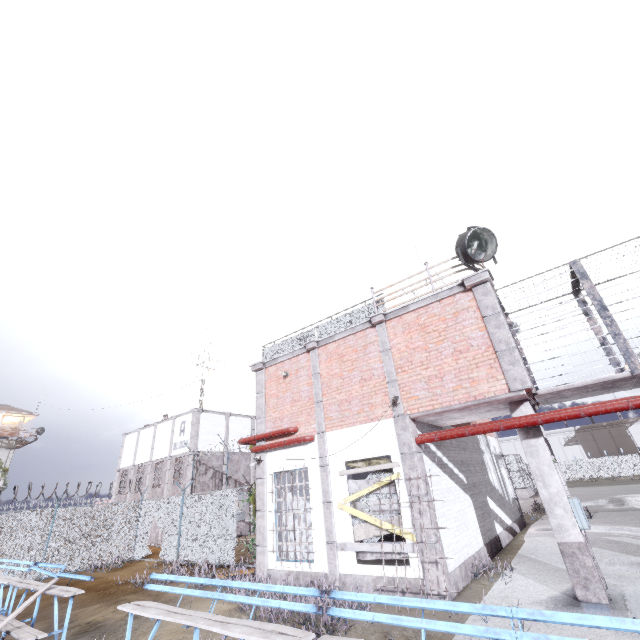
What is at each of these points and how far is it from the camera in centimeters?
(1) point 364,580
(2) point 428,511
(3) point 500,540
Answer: (1) foundation, 826cm
(2) trim, 787cm
(3) foundation, 1171cm

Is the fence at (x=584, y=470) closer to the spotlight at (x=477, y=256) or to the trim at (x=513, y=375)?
the trim at (x=513, y=375)

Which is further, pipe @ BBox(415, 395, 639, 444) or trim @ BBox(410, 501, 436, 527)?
trim @ BBox(410, 501, 436, 527)

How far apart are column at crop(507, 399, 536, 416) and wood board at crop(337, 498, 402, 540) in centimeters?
298cm

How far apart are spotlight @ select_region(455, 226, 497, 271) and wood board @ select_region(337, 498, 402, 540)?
5.87m

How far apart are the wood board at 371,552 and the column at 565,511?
2.98m

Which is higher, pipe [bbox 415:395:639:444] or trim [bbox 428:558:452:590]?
pipe [bbox 415:395:639:444]

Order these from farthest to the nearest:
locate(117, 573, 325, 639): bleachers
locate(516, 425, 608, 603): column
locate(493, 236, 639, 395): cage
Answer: locate(493, 236, 639, 395): cage < locate(516, 425, 608, 603): column < locate(117, 573, 325, 639): bleachers
